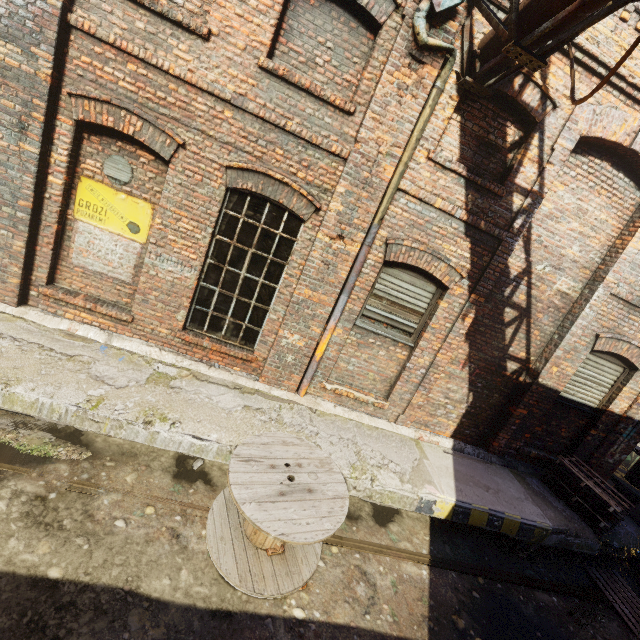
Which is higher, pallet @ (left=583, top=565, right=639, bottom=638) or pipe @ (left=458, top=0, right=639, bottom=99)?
pipe @ (left=458, top=0, right=639, bottom=99)

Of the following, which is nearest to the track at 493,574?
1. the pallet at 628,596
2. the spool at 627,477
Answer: the pallet at 628,596

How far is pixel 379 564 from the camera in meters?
4.5 m

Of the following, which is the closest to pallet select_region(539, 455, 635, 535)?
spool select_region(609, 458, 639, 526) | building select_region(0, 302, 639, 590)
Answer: building select_region(0, 302, 639, 590)

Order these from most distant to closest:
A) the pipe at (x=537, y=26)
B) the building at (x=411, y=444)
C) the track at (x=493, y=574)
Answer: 1. the track at (x=493, y=574)
2. the building at (x=411, y=444)
3. the pipe at (x=537, y=26)

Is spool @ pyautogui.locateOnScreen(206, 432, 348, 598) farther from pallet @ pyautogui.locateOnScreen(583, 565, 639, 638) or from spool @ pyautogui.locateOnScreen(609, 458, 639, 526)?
spool @ pyautogui.locateOnScreen(609, 458, 639, 526)

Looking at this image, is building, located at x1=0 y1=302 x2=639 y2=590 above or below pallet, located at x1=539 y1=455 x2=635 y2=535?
below

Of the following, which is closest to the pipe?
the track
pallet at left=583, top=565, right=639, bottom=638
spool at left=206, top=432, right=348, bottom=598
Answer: spool at left=206, top=432, right=348, bottom=598
